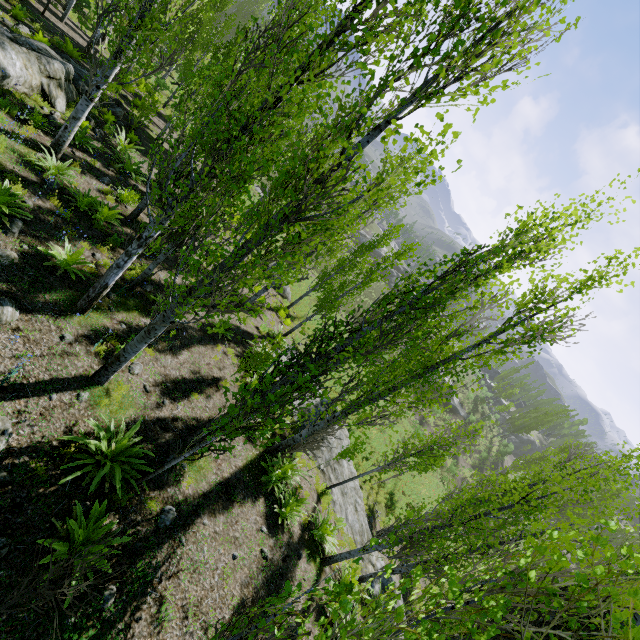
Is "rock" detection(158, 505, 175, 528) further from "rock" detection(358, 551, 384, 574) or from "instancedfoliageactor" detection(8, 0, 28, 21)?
"rock" detection(358, 551, 384, 574)

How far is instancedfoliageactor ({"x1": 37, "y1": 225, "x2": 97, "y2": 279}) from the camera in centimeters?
700cm

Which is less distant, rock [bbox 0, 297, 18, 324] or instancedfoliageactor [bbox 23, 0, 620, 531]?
instancedfoliageactor [bbox 23, 0, 620, 531]

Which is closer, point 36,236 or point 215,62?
point 36,236

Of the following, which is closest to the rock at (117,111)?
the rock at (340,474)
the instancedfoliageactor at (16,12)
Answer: the instancedfoliageactor at (16,12)

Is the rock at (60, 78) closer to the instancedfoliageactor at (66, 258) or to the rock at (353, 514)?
the instancedfoliageactor at (66, 258)

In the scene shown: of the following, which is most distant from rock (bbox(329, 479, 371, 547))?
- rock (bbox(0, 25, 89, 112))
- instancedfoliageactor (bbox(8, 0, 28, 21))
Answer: rock (bbox(0, 25, 89, 112))

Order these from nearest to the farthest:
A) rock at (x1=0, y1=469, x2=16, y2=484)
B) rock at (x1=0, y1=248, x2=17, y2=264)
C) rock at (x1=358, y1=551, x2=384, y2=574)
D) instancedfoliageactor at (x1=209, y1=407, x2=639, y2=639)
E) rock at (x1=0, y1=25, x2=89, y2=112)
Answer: instancedfoliageactor at (x1=209, y1=407, x2=639, y2=639), rock at (x1=0, y1=469, x2=16, y2=484), rock at (x1=0, y1=248, x2=17, y2=264), rock at (x1=0, y1=25, x2=89, y2=112), rock at (x1=358, y1=551, x2=384, y2=574)
